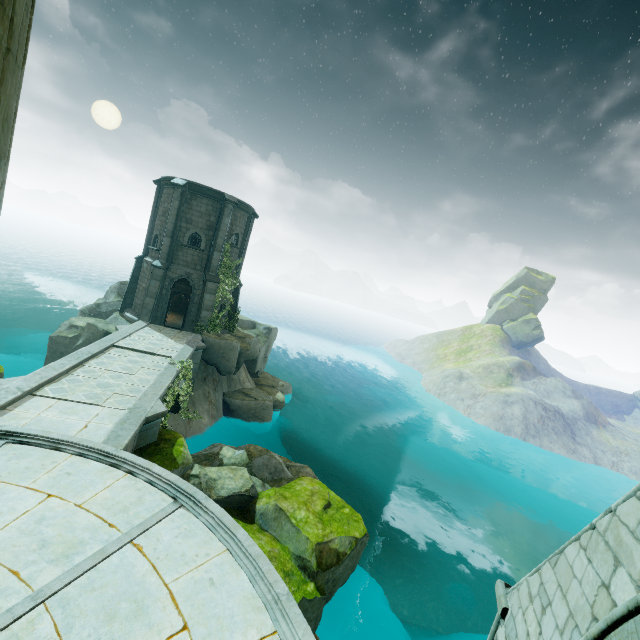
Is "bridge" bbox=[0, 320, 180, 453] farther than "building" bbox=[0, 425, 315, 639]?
Yes

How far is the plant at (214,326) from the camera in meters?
21.9 m

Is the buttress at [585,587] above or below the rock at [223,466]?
above

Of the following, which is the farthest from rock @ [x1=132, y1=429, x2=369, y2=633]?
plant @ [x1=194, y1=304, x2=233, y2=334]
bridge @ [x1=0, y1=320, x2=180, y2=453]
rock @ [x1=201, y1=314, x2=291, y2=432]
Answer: plant @ [x1=194, y1=304, x2=233, y2=334]

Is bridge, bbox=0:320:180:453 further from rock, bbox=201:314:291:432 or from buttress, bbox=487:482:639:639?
buttress, bbox=487:482:639:639

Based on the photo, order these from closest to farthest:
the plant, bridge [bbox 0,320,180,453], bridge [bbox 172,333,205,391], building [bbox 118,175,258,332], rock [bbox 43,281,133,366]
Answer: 1. bridge [bbox 0,320,180,453]
2. bridge [bbox 172,333,205,391]
3. rock [bbox 43,281,133,366]
4. building [bbox 118,175,258,332]
5. the plant

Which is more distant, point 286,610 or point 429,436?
point 429,436

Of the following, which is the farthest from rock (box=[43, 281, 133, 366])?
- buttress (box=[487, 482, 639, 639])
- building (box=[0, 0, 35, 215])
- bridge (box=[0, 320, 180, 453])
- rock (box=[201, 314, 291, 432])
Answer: buttress (box=[487, 482, 639, 639])
